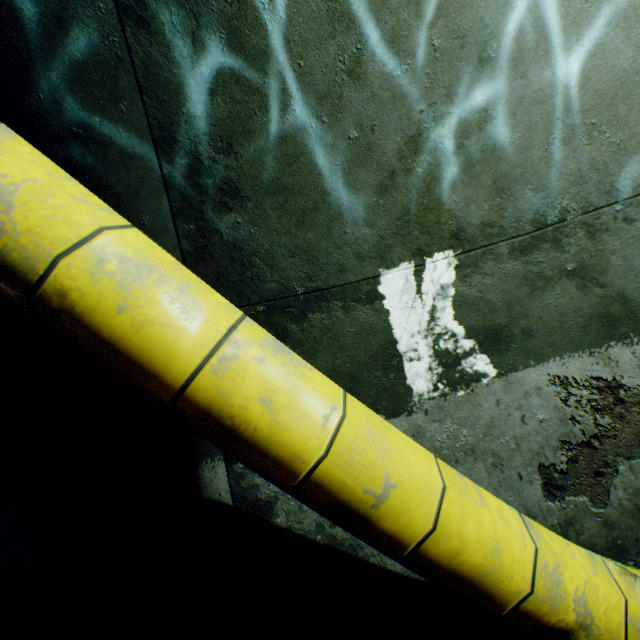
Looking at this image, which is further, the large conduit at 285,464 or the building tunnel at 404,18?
the building tunnel at 404,18

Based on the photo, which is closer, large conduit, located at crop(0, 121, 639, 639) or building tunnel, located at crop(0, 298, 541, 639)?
large conduit, located at crop(0, 121, 639, 639)

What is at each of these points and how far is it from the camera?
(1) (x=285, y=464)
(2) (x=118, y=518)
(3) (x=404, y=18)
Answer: (1) large conduit, 1.0m
(2) building tunnel, 5.3m
(3) building tunnel, 1.8m
